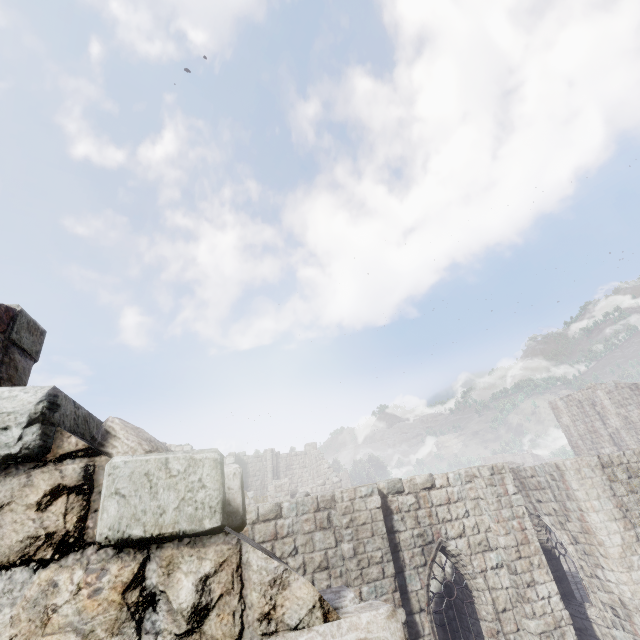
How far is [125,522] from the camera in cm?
143
